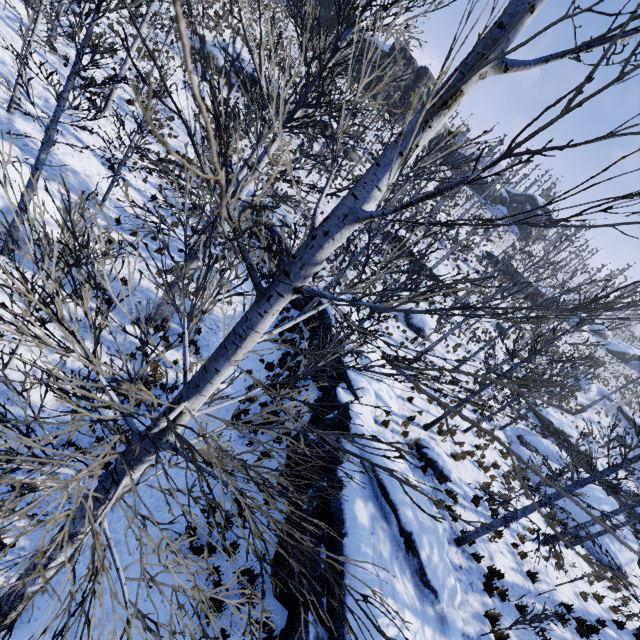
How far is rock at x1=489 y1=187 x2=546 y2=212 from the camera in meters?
53.3

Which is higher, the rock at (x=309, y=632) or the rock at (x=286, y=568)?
the rock at (x=309, y=632)

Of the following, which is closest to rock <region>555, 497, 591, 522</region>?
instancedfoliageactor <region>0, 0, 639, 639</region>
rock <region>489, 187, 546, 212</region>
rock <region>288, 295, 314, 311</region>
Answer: instancedfoliageactor <region>0, 0, 639, 639</region>

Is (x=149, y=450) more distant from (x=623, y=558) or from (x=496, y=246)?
(x=496, y=246)

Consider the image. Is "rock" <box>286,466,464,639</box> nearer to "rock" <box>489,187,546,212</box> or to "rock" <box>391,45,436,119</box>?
"rock" <box>391,45,436,119</box>

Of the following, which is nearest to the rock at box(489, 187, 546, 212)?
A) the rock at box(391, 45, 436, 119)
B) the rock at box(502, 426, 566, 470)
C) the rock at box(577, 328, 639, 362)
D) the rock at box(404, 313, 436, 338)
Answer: the rock at box(391, 45, 436, 119)

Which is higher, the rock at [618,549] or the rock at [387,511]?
the rock at [618,549]

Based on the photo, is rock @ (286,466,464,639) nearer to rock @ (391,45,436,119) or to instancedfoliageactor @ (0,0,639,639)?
instancedfoliageactor @ (0,0,639,639)
